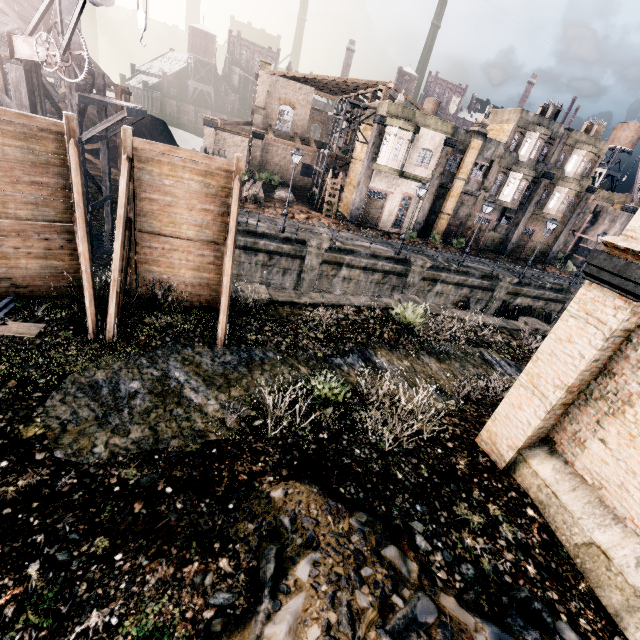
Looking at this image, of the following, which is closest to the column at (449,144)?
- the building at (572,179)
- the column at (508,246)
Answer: the column at (508,246)

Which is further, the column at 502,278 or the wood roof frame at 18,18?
the column at 502,278

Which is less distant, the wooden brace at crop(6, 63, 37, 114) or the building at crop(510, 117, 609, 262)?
the wooden brace at crop(6, 63, 37, 114)

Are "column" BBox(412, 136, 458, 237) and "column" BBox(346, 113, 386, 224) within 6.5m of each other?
yes

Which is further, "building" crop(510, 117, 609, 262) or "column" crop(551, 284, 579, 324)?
"building" crop(510, 117, 609, 262)

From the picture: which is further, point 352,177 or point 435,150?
point 352,177

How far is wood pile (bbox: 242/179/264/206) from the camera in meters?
28.6

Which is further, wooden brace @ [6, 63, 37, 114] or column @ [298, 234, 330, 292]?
column @ [298, 234, 330, 292]
